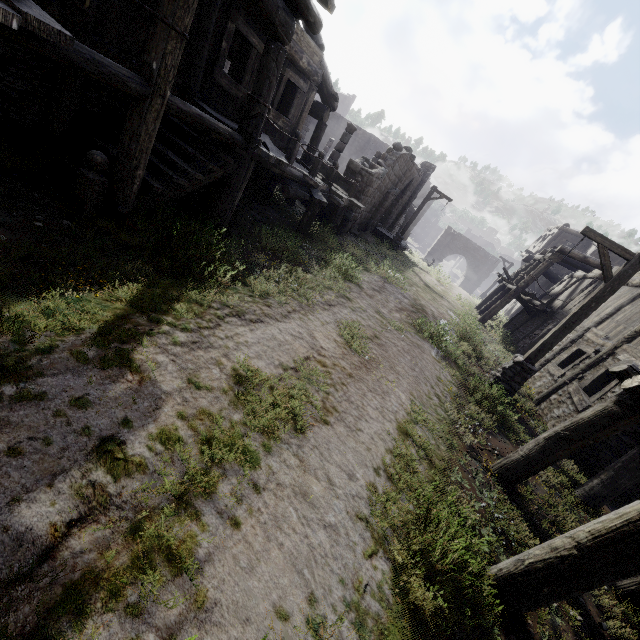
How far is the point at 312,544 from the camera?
2.8m

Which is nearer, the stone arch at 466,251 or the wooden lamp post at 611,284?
the wooden lamp post at 611,284

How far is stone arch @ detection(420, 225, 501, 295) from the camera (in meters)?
38.94

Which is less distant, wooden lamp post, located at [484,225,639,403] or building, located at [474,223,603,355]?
wooden lamp post, located at [484,225,639,403]

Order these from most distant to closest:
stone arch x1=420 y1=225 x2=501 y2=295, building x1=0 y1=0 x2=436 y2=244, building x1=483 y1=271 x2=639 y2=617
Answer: stone arch x1=420 y1=225 x2=501 y2=295, building x1=0 y1=0 x2=436 y2=244, building x1=483 y1=271 x2=639 y2=617

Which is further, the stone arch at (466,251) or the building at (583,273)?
the stone arch at (466,251)

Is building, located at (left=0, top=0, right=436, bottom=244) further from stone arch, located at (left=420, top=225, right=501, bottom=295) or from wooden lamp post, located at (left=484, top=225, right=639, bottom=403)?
wooden lamp post, located at (left=484, top=225, right=639, bottom=403)

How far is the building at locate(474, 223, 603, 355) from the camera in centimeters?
1555cm
